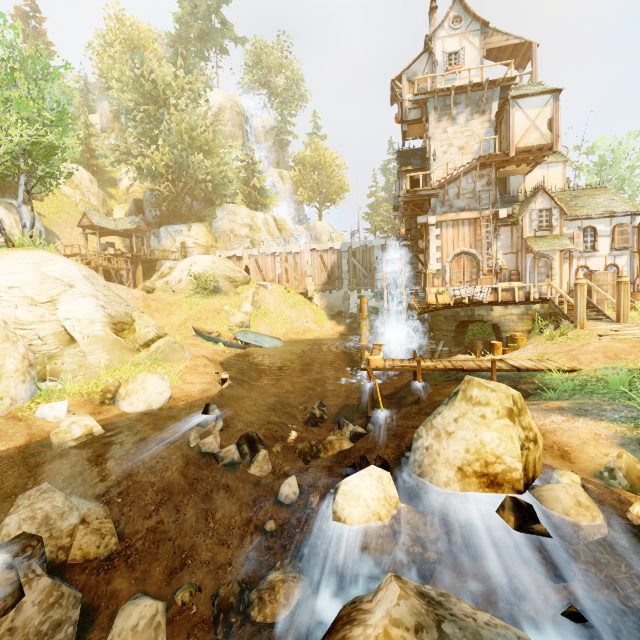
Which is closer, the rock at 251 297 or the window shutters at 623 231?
the window shutters at 623 231

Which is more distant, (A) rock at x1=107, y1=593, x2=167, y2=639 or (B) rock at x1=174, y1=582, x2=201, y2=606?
(B) rock at x1=174, y1=582, x2=201, y2=606

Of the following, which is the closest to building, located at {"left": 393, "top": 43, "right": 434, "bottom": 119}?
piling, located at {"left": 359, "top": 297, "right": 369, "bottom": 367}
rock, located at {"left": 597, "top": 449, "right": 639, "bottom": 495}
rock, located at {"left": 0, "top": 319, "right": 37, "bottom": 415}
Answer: piling, located at {"left": 359, "top": 297, "right": 369, "bottom": 367}

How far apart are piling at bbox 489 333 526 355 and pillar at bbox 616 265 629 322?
3.38m

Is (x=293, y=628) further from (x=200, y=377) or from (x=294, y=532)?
(x=200, y=377)

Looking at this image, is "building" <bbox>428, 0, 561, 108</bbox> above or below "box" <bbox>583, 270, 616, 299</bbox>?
above

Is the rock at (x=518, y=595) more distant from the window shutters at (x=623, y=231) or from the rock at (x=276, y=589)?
the window shutters at (x=623, y=231)

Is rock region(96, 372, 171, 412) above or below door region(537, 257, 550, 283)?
below
